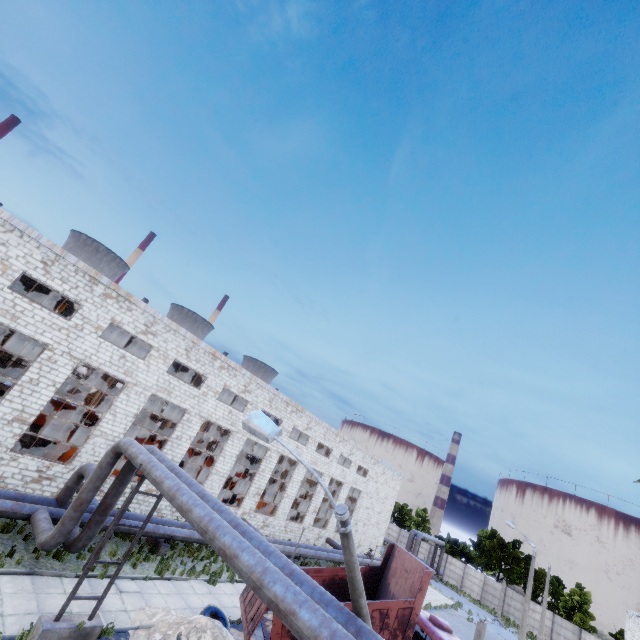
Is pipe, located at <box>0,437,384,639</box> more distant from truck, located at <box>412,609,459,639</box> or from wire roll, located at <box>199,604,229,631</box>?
truck, located at <box>412,609,459,639</box>

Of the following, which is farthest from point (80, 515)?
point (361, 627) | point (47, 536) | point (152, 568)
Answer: point (361, 627)

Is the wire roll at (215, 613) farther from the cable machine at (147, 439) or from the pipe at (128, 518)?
the cable machine at (147, 439)

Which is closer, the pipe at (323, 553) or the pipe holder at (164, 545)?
the pipe holder at (164, 545)

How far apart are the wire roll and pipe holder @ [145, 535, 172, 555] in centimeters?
522cm

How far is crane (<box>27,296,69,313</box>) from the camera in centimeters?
1767cm

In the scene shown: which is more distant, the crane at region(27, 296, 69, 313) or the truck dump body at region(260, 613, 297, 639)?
the crane at region(27, 296, 69, 313)

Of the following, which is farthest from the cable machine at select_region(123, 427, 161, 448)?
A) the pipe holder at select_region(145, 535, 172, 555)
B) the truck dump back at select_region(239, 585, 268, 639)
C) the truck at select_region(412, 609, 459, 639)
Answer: the truck at select_region(412, 609, 459, 639)
